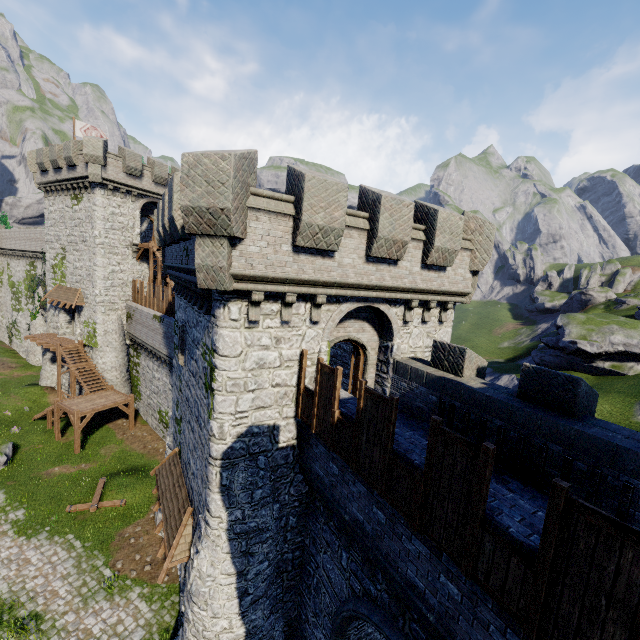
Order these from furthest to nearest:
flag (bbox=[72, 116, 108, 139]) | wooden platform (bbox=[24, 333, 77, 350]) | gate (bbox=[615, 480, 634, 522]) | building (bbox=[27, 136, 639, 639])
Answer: flag (bbox=[72, 116, 108, 139]) < wooden platform (bbox=[24, 333, 77, 350]) < building (bbox=[27, 136, 639, 639]) < gate (bbox=[615, 480, 634, 522])

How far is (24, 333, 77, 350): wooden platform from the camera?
28.3m

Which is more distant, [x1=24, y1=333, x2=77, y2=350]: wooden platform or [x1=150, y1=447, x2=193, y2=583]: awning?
[x1=24, y1=333, x2=77, y2=350]: wooden platform

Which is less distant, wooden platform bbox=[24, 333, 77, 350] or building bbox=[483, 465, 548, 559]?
building bbox=[483, 465, 548, 559]

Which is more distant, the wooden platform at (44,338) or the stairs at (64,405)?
the wooden platform at (44,338)

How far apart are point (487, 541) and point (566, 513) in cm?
137

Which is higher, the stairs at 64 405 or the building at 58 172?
the building at 58 172

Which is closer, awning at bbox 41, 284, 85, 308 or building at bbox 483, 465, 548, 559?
building at bbox 483, 465, 548, 559
